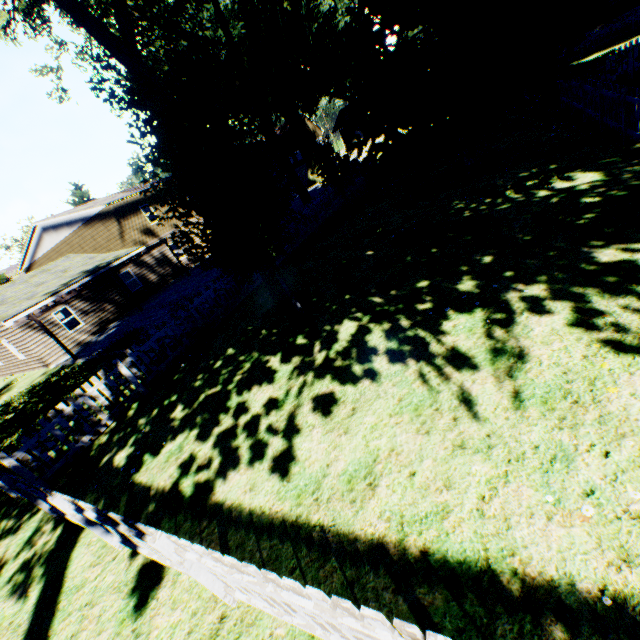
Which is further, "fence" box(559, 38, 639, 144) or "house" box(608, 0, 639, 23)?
"house" box(608, 0, 639, 23)

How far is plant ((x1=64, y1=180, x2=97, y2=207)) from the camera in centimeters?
4341cm

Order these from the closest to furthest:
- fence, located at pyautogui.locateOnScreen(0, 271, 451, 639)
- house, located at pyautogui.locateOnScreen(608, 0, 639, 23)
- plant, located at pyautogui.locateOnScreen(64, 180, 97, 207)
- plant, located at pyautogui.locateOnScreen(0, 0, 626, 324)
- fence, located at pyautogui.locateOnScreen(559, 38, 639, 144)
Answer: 1. fence, located at pyautogui.locateOnScreen(0, 271, 451, 639)
2. plant, located at pyautogui.locateOnScreen(0, 0, 626, 324)
3. fence, located at pyautogui.locateOnScreen(559, 38, 639, 144)
4. house, located at pyautogui.locateOnScreen(608, 0, 639, 23)
5. plant, located at pyautogui.locateOnScreen(64, 180, 97, 207)

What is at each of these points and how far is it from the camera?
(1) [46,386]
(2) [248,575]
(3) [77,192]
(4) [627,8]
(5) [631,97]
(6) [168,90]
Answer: (1) plant, 15.5m
(2) fence, 2.5m
(3) plant, 42.7m
(4) house, 31.3m
(5) fence, 8.0m
(6) plant, 23.1m

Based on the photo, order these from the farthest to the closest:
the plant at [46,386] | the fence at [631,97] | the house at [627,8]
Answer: the house at [627,8], the plant at [46,386], the fence at [631,97]

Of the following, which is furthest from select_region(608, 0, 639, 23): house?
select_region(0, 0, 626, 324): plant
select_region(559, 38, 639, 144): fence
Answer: select_region(0, 0, 626, 324): plant

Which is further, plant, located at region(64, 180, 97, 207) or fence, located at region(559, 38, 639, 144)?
plant, located at region(64, 180, 97, 207)

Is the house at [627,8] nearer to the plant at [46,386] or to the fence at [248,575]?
the fence at [248,575]
